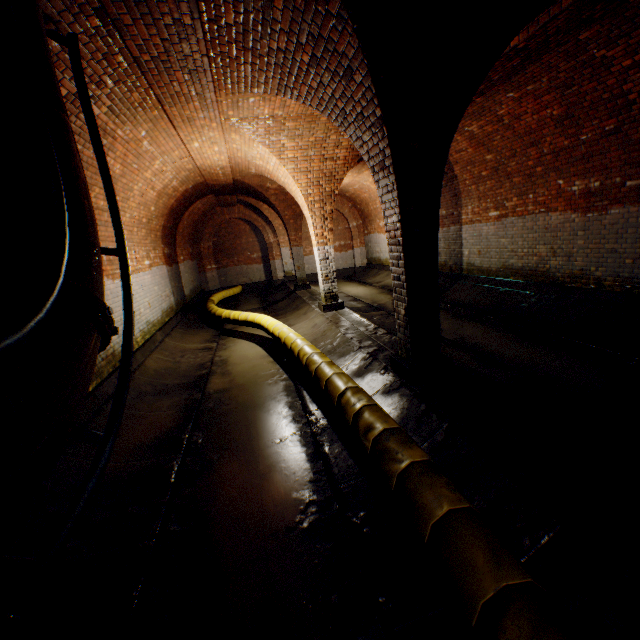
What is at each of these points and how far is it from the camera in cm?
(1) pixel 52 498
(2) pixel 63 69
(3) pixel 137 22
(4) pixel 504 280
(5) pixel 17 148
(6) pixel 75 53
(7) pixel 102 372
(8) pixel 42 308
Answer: (1) building tunnel, 320
(2) building tunnel, 341
(3) building tunnel, 309
(4) building tunnel, 888
(5) pipe, 237
(6) pipe railing, 308
(7) building tunnel, 540
(8) pipe railing, 188

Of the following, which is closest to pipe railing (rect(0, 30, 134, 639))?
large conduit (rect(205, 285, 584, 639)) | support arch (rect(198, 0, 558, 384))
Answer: large conduit (rect(205, 285, 584, 639))

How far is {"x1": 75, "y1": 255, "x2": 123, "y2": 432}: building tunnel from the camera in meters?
4.5 m

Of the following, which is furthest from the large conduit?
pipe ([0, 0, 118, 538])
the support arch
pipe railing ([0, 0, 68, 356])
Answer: pipe ([0, 0, 118, 538])

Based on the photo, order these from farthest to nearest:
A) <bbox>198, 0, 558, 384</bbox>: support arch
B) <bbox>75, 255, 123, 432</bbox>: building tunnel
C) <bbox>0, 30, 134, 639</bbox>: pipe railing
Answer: <bbox>75, 255, 123, 432</bbox>: building tunnel < <bbox>198, 0, 558, 384</bbox>: support arch < <bbox>0, 30, 134, 639</bbox>: pipe railing

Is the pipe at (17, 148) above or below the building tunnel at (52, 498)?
above

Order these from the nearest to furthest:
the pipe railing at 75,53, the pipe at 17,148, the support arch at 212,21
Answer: the pipe railing at 75,53 → the pipe at 17,148 → the support arch at 212,21

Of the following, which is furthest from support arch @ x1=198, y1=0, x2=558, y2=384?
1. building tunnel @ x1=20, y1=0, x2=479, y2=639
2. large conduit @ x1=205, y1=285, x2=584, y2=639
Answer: large conduit @ x1=205, y1=285, x2=584, y2=639
